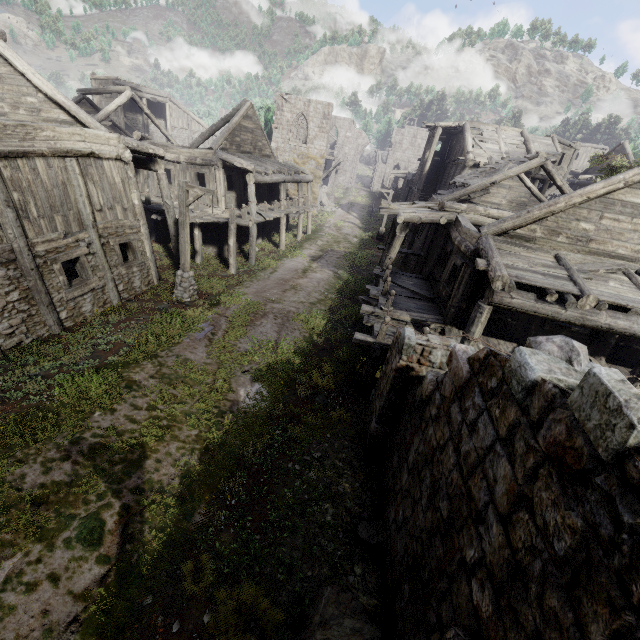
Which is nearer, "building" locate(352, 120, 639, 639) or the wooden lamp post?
"building" locate(352, 120, 639, 639)

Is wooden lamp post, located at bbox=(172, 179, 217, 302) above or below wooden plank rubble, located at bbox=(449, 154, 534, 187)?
below

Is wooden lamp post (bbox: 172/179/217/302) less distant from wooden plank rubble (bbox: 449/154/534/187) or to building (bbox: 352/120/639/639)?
building (bbox: 352/120/639/639)

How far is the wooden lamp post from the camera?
11.91m

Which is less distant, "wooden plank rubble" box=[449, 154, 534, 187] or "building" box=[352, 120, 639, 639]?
"building" box=[352, 120, 639, 639]

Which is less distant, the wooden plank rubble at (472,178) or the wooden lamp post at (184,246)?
the wooden lamp post at (184,246)

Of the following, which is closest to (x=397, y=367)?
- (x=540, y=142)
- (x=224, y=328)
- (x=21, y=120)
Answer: (x=224, y=328)

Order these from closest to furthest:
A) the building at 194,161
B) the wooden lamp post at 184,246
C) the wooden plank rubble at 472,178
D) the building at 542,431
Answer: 1. the building at 542,431
2. the building at 194,161
3. the wooden lamp post at 184,246
4. the wooden plank rubble at 472,178
